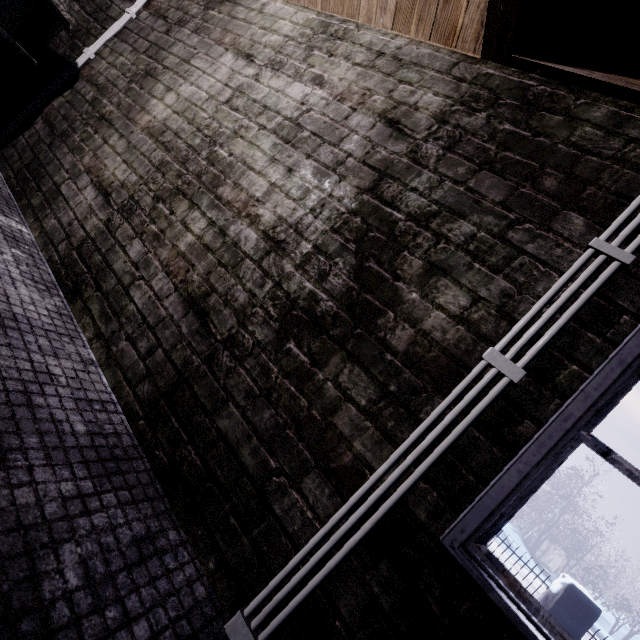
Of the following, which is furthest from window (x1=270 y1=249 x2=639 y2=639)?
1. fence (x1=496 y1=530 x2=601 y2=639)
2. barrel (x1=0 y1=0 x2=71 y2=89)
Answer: fence (x1=496 y1=530 x2=601 y2=639)

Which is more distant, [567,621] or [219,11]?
[567,621]

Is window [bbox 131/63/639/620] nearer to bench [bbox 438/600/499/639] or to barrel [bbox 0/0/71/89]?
bench [bbox 438/600/499/639]

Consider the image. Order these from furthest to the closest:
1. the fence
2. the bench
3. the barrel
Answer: the fence < the barrel < the bench

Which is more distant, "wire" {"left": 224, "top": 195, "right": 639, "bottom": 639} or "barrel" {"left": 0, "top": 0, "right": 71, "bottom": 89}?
"barrel" {"left": 0, "top": 0, "right": 71, "bottom": 89}

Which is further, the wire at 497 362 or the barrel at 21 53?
the barrel at 21 53

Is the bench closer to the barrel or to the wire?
the wire

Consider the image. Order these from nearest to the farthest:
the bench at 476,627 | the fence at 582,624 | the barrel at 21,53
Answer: the bench at 476,627, the barrel at 21,53, the fence at 582,624
